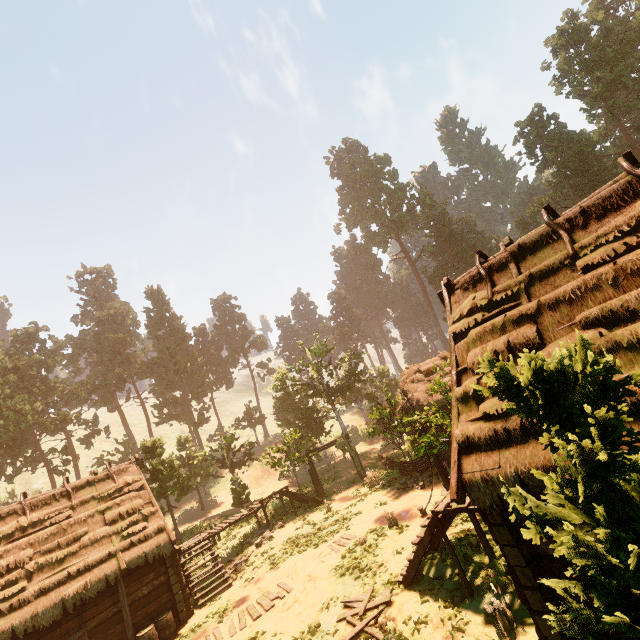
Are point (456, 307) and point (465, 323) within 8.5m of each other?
yes

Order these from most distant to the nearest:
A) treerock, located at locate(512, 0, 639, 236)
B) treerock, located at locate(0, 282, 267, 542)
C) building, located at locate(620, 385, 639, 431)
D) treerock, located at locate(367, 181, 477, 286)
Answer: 1. treerock, located at locate(367, 181, 477, 286)
2. treerock, located at locate(512, 0, 639, 236)
3. treerock, located at locate(0, 282, 267, 542)
4. building, located at locate(620, 385, 639, 431)

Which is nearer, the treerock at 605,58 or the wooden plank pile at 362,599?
the wooden plank pile at 362,599

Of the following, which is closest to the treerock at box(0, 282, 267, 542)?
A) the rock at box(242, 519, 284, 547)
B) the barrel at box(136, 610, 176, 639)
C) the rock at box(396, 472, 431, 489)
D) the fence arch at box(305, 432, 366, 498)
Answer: the fence arch at box(305, 432, 366, 498)

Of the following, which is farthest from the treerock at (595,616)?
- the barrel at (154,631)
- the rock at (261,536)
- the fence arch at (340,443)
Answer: the barrel at (154,631)

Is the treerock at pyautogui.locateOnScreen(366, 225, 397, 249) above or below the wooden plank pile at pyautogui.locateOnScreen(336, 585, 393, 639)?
above

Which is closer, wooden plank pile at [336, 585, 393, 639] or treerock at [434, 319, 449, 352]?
wooden plank pile at [336, 585, 393, 639]

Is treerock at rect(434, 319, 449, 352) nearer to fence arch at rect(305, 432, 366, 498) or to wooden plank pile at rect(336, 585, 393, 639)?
fence arch at rect(305, 432, 366, 498)
